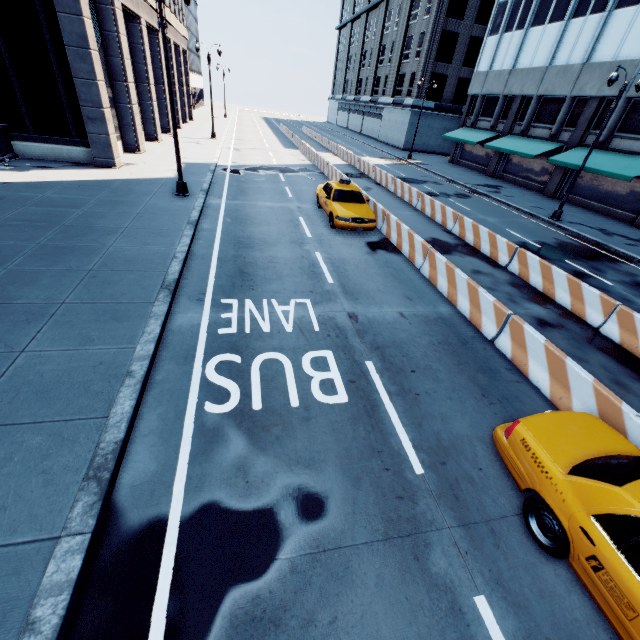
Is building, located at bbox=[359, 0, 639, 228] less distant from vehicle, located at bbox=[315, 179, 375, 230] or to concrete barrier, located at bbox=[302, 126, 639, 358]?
concrete barrier, located at bbox=[302, 126, 639, 358]

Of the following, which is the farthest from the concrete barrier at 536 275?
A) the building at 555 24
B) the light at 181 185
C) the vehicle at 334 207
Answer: the building at 555 24

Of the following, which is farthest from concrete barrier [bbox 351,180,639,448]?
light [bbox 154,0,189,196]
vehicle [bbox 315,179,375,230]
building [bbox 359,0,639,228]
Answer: building [bbox 359,0,639,228]

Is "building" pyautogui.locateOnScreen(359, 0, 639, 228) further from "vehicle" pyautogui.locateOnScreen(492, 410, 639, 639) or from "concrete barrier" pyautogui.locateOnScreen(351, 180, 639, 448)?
"vehicle" pyautogui.locateOnScreen(492, 410, 639, 639)

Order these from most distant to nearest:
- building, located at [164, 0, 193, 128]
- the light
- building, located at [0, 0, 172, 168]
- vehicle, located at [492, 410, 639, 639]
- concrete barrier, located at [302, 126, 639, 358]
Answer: building, located at [164, 0, 193, 128] → building, located at [0, 0, 172, 168] → the light → concrete barrier, located at [302, 126, 639, 358] → vehicle, located at [492, 410, 639, 639]

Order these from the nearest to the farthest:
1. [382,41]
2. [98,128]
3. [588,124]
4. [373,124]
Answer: [98,128]
[588,124]
[382,41]
[373,124]

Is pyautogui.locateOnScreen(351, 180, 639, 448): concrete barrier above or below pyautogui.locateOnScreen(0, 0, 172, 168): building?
below

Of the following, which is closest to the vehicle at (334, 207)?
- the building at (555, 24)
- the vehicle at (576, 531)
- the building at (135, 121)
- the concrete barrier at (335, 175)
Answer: the concrete barrier at (335, 175)
